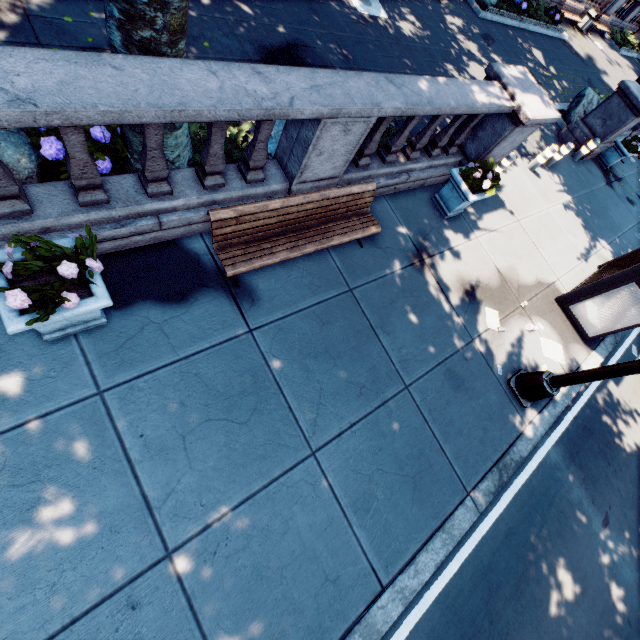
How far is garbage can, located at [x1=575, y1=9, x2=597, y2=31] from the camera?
20.6 meters

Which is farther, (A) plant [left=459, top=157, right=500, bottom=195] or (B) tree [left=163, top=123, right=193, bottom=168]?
(A) plant [left=459, top=157, right=500, bottom=195]

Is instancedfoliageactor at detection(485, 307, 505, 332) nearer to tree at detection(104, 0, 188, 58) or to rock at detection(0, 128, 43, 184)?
tree at detection(104, 0, 188, 58)

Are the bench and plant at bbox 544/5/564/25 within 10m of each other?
no

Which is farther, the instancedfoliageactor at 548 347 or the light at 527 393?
the instancedfoliageactor at 548 347

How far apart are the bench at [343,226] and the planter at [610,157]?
13.5m

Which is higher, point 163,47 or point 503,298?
point 163,47

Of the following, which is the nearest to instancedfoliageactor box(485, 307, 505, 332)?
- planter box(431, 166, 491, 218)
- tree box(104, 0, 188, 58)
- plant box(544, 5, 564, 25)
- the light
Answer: the light
